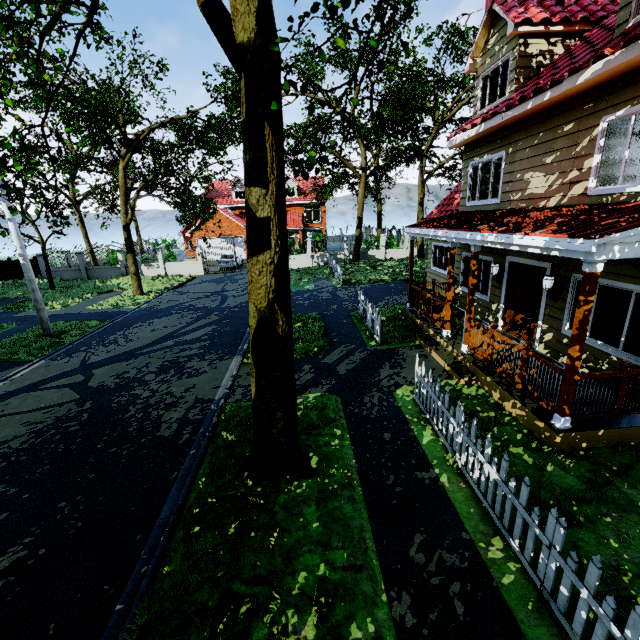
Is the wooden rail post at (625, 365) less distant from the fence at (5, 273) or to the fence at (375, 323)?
the fence at (375, 323)

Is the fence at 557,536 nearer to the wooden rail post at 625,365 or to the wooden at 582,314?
the wooden at 582,314

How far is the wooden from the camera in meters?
4.6

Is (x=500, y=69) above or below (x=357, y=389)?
above

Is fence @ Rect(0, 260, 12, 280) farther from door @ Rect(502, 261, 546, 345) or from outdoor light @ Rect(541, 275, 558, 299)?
outdoor light @ Rect(541, 275, 558, 299)

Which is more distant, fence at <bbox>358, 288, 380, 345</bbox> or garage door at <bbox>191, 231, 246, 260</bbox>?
garage door at <bbox>191, 231, 246, 260</bbox>

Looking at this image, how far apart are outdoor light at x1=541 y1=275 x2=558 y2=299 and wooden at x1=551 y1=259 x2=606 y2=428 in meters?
3.0 m

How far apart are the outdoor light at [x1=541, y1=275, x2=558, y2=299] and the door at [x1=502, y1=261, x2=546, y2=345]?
0.2 meters
